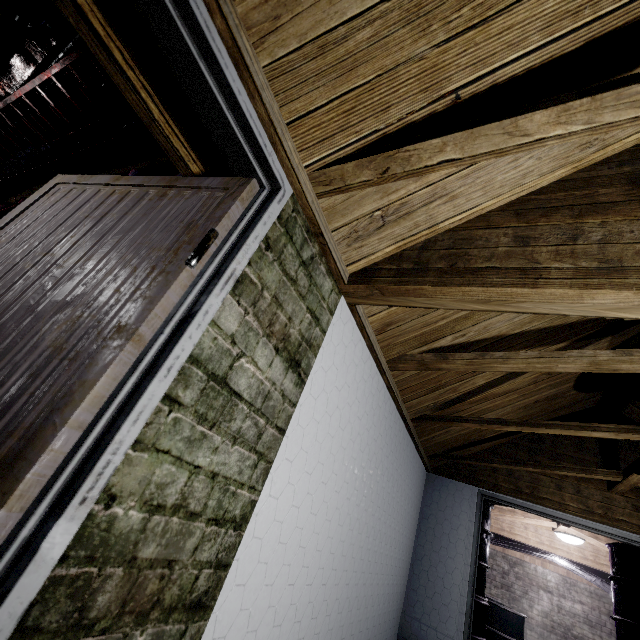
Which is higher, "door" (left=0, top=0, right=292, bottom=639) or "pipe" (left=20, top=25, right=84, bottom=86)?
"pipe" (left=20, top=25, right=84, bottom=86)

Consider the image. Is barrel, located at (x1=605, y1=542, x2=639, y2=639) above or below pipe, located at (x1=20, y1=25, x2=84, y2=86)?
below

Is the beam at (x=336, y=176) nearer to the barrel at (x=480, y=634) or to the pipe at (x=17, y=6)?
the pipe at (x=17, y=6)

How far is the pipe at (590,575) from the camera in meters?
5.7

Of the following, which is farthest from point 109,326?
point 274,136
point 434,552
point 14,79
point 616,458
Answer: point 14,79

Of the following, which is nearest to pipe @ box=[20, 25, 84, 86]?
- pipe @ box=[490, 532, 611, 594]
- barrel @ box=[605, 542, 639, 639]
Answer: barrel @ box=[605, 542, 639, 639]

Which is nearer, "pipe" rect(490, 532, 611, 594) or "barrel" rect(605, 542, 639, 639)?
"barrel" rect(605, 542, 639, 639)

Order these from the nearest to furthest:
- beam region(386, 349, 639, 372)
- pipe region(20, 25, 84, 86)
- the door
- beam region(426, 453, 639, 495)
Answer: the door, beam region(386, 349, 639, 372), beam region(426, 453, 639, 495), pipe region(20, 25, 84, 86)
